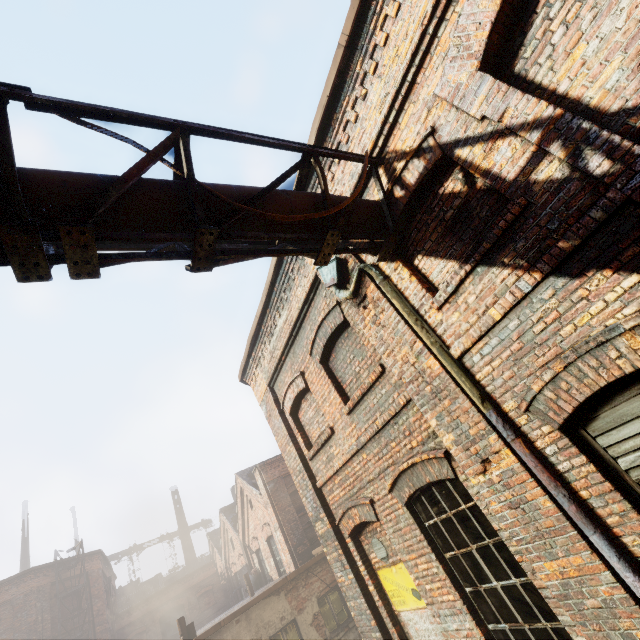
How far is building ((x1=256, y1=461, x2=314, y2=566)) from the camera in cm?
1434

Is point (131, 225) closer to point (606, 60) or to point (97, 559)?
point (606, 60)

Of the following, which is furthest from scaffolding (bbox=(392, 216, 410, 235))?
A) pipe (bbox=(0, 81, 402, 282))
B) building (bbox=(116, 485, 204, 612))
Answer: building (bbox=(116, 485, 204, 612))

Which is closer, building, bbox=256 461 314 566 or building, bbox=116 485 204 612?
building, bbox=256 461 314 566

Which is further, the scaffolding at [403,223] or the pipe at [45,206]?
the scaffolding at [403,223]

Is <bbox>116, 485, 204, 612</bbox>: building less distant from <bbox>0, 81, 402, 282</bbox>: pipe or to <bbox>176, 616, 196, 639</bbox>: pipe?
<bbox>176, 616, 196, 639</bbox>: pipe

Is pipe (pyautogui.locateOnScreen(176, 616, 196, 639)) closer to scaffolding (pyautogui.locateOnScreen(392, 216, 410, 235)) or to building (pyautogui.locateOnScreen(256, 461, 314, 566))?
building (pyautogui.locateOnScreen(256, 461, 314, 566))

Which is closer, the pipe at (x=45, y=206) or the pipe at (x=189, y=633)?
the pipe at (x=45, y=206)
